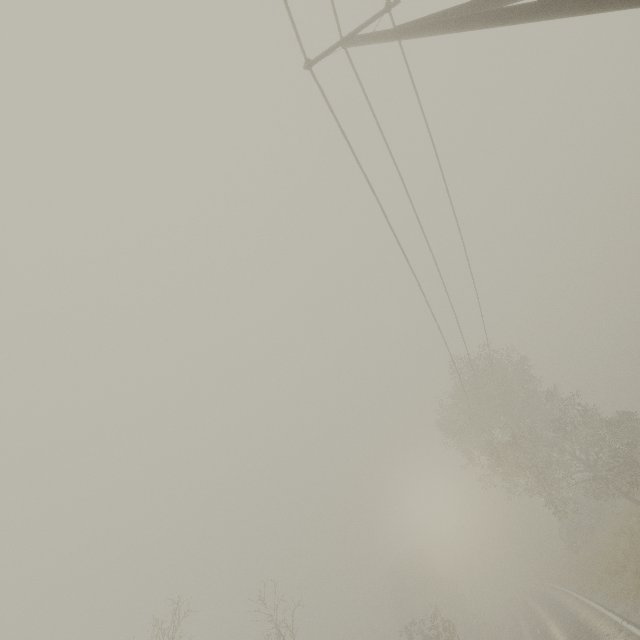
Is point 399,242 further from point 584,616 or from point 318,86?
point 584,616

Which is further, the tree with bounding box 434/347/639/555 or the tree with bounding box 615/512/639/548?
the tree with bounding box 434/347/639/555

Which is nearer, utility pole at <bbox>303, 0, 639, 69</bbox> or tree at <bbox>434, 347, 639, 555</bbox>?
utility pole at <bbox>303, 0, 639, 69</bbox>

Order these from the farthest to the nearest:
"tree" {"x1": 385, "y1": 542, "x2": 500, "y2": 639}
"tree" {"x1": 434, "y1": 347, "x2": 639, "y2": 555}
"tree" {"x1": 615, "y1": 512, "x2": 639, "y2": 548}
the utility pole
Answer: "tree" {"x1": 385, "y1": 542, "x2": 500, "y2": 639} → "tree" {"x1": 434, "y1": 347, "x2": 639, "y2": 555} → "tree" {"x1": 615, "y1": 512, "x2": 639, "y2": 548} → the utility pole

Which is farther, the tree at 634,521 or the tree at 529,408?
the tree at 529,408
